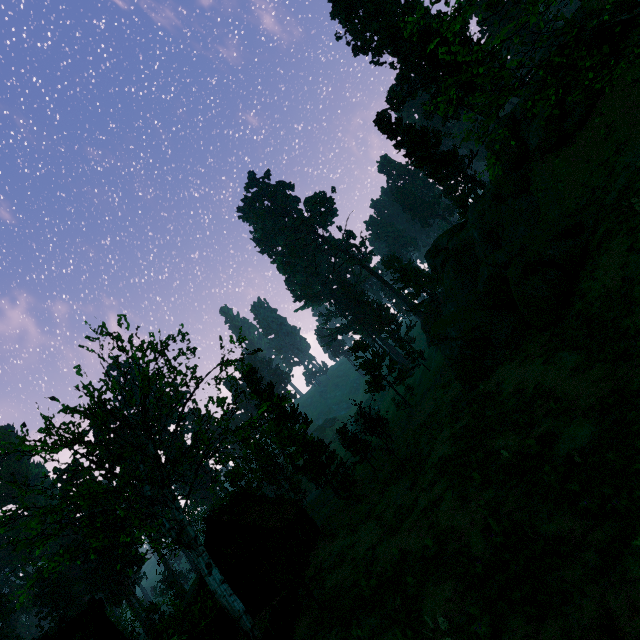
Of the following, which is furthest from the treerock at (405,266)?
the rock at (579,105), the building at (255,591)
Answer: the rock at (579,105)

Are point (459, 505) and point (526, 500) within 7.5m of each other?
yes

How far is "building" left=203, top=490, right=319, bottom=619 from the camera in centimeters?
2500cm

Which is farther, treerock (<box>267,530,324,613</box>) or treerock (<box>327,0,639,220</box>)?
treerock (<box>267,530,324,613</box>)

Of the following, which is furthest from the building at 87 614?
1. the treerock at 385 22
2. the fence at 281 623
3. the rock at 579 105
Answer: the rock at 579 105

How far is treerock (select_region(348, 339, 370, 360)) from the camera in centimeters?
4322cm

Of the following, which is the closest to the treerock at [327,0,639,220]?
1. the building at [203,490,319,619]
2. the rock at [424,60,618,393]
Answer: the building at [203,490,319,619]
